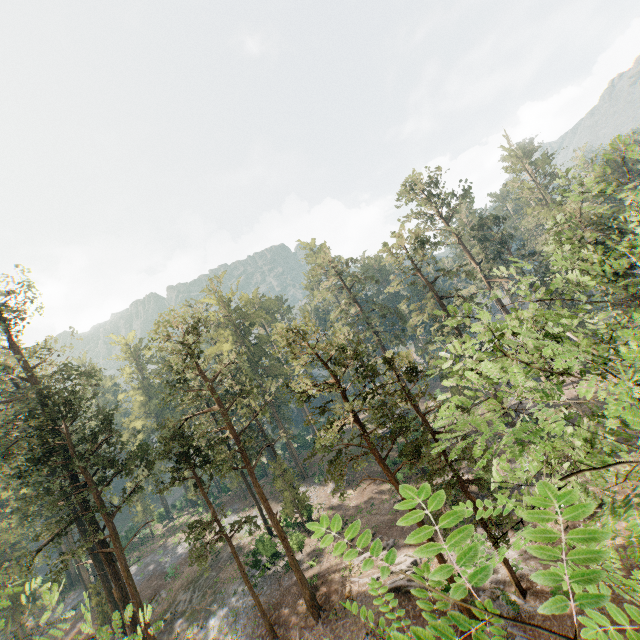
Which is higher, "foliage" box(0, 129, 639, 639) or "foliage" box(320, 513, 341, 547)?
"foliage" box(320, 513, 341, 547)

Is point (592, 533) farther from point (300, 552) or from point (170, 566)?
point (170, 566)

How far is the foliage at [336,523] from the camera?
1.8m

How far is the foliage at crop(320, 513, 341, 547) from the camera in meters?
1.8

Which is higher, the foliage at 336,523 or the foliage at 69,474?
the foliage at 336,523
